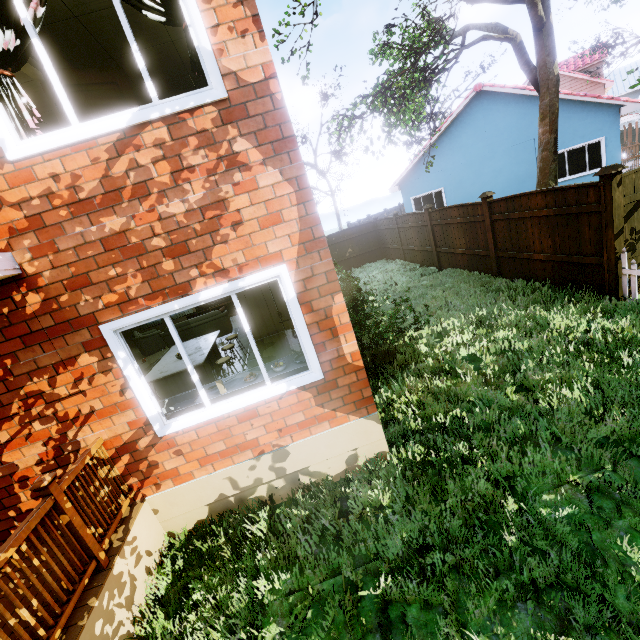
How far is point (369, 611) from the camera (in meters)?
2.73

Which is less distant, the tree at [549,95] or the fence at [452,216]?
the tree at [549,95]

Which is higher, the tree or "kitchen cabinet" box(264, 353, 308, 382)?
the tree

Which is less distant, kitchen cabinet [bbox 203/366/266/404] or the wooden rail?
the wooden rail

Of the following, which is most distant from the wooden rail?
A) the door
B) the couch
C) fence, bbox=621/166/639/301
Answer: the couch

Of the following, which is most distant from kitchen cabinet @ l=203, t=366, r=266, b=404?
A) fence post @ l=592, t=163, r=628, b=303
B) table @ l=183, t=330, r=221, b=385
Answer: fence post @ l=592, t=163, r=628, b=303

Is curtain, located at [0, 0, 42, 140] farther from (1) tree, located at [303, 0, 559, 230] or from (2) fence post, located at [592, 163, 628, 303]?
(2) fence post, located at [592, 163, 628, 303]

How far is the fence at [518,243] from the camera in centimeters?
613cm
